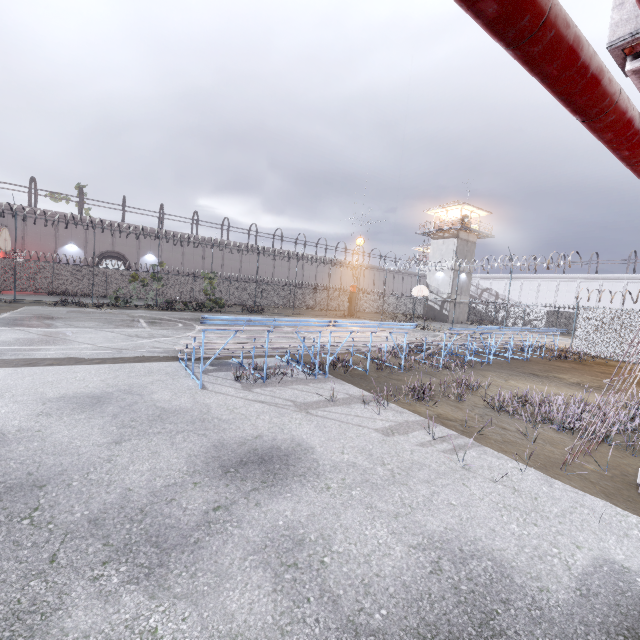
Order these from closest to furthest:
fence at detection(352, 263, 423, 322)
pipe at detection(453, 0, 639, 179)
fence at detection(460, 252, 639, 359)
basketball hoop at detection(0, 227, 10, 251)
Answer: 1. pipe at detection(453, 0, 639, 179)
2. basketball hoop at detection(0, 227, 10, 251)
3. fence at detection(460, 252, 639, 359)
4. fence at detection(352, 263, 423, 322)

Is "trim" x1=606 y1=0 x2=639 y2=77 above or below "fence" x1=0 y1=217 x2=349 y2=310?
above

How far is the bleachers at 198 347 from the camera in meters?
7.2

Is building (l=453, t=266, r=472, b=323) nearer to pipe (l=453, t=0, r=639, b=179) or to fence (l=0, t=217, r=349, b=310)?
fence (l=0, t=217, r=349, b=310)

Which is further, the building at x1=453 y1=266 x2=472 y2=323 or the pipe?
the building at x1=453 y1=266 x2=472 y2=323

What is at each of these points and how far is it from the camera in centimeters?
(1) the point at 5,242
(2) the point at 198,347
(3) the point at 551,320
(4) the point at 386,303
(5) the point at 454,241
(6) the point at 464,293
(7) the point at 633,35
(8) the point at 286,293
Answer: (1) basketball hoop, 1283cm
(2) bleachers, 905cm
(3) fence, 4134cm
(4) fence, 5166cm
(5) building, 4041cm
(6) building, 4209cm
(7) trim, 210cm
(8) fence, 4162cm

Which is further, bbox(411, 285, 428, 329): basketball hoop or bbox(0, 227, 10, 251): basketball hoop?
bbox(411, 285, 428, 329): basketball hoop

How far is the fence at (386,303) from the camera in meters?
32.2
